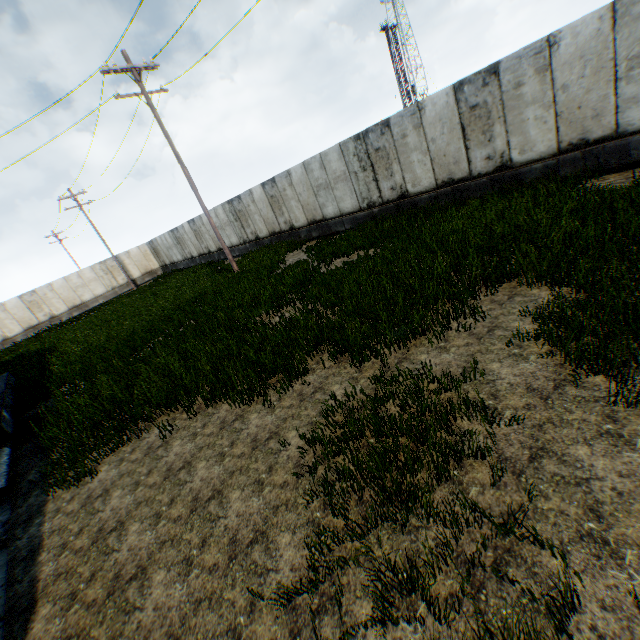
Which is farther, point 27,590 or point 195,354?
point 195,354
